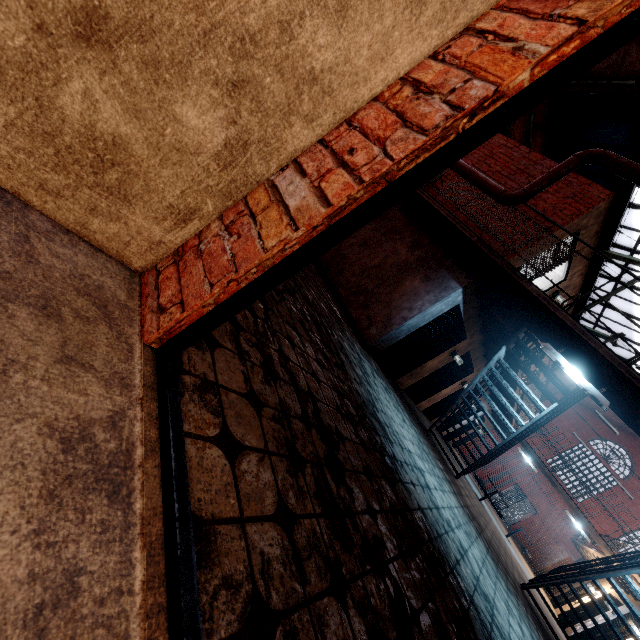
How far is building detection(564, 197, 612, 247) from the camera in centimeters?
675cm

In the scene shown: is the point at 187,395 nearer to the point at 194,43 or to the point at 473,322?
the point at 194,43

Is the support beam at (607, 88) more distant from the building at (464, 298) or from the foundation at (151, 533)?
the foundation at (151, 533)

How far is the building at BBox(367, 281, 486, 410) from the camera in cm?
743

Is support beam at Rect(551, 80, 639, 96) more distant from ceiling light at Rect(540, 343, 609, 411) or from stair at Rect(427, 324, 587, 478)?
ceiling light at Rect(540, 343, 609, 411)

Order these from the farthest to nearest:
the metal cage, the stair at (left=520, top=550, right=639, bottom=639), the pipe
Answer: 1. the metal cage
2. the stair at (left=520, top=550, right=639, bottom=639)
3. the pipe

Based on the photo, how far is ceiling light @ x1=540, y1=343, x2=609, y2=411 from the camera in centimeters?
454cm

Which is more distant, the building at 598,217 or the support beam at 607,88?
the support beam at 607,88
